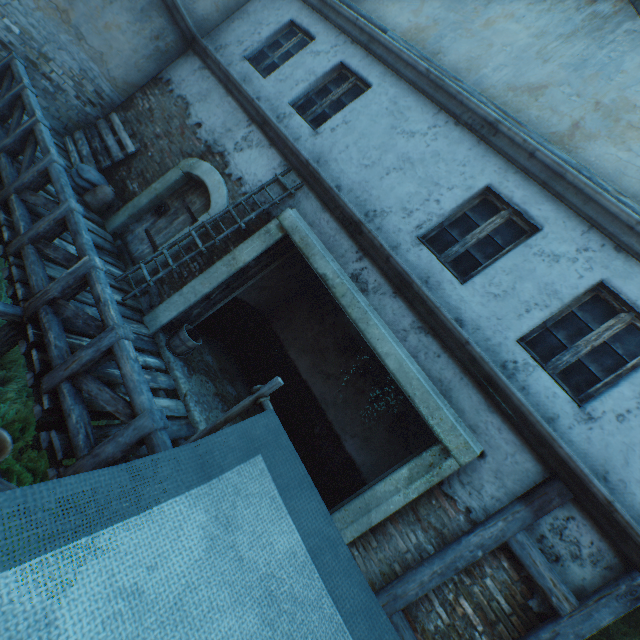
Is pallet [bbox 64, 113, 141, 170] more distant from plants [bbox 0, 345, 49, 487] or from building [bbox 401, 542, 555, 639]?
plants [bbox 0, 345, 49, 487]

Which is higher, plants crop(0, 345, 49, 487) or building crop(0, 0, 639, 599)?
building crop(0, 0, 639, 599)

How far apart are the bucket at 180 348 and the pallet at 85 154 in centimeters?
420cm

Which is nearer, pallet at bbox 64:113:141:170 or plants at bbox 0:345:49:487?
plants at bbox 0:345:49:487

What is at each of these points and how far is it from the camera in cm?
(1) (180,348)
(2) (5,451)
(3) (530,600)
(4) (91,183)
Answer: (1) bucket, 555
(2) ceramic pot, 247
(3) building, 339
(4) burlap sack, 653

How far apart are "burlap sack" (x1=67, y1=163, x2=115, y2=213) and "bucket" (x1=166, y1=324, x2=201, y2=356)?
3.29m

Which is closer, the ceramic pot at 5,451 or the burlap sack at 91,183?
the ceramic pot at 5,451

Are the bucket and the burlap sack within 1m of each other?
no
